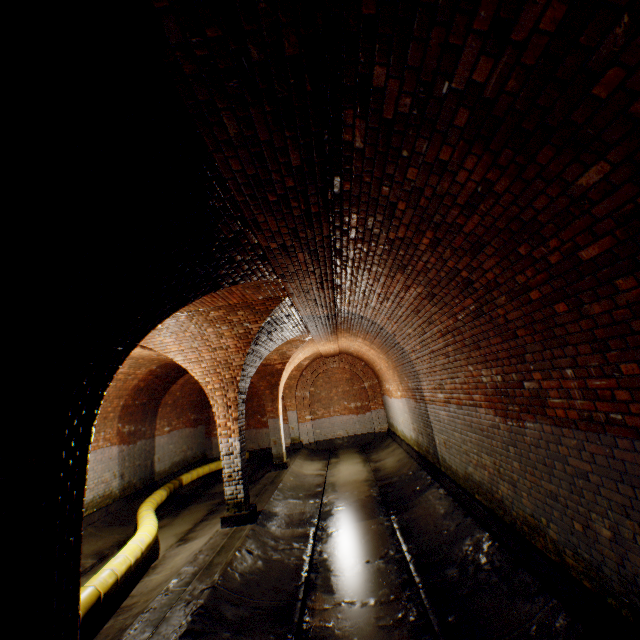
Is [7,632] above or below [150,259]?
below

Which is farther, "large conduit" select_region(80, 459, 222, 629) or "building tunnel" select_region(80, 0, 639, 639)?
"large conduit" select_region(80, 459, 222, 629)

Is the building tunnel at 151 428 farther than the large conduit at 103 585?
Yes

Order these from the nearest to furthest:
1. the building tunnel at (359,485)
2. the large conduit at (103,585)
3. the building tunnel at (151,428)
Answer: the building tunnel at (359,485), the large conduit at (103,585), the building tunnel at (151,428)

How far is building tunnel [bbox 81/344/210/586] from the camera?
8.6 meters

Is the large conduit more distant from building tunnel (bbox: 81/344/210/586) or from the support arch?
the support arch
